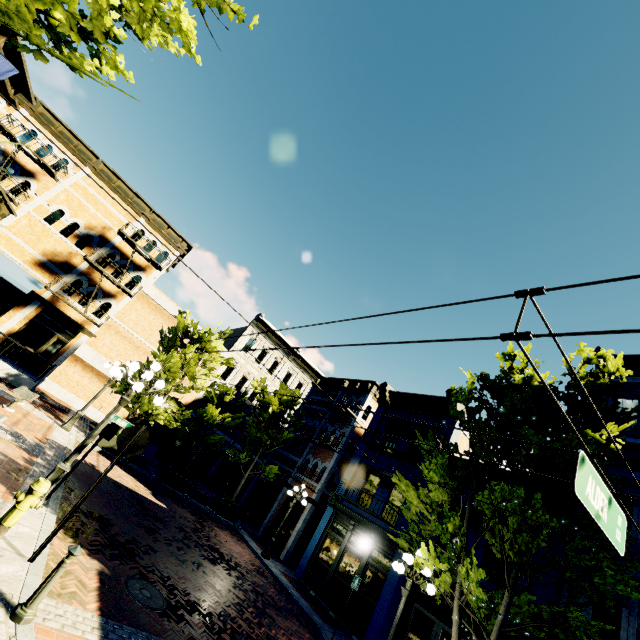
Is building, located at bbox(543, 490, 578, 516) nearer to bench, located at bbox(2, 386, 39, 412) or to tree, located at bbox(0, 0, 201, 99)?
tree, located at bbox(0, 0, 201, 99)

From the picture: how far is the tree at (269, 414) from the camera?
16.36m

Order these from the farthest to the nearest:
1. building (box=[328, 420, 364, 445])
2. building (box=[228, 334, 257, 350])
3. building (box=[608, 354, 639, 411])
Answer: building (box=[228, 334, 257, 350]) → building (box=[328, 420, 364, 445]) → building (box=[608, 354, 639, 411])

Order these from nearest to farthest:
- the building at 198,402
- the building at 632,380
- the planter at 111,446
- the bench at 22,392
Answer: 1. the bench at 22,392
2. the building at 632,380
3. the planter at 111,446
4. the building at 198,402

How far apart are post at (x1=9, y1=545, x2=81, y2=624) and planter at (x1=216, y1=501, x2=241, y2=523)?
15.1 meters

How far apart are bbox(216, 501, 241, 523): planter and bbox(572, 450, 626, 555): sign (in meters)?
18.16

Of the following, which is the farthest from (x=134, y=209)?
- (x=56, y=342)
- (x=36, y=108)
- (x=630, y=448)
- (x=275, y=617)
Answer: (x=630, y=448)

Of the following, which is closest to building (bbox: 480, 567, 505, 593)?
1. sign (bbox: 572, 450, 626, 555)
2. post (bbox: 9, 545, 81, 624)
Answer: sign (bbox: 572, 450, 626, 555)
